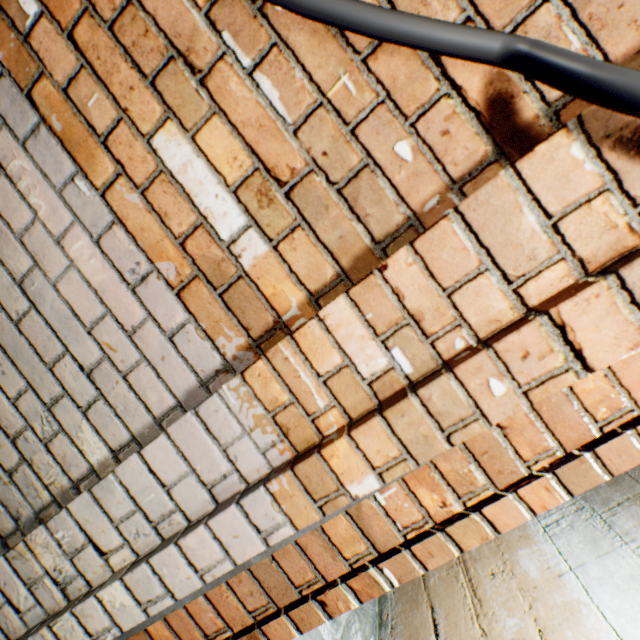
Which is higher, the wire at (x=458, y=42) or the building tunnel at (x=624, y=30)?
the building tunnel at (x=624, y=30)

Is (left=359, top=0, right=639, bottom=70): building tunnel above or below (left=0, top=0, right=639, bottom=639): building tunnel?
above

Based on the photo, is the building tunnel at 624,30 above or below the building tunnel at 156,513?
above

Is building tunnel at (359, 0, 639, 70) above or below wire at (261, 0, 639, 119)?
above

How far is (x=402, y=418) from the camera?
0.6m
